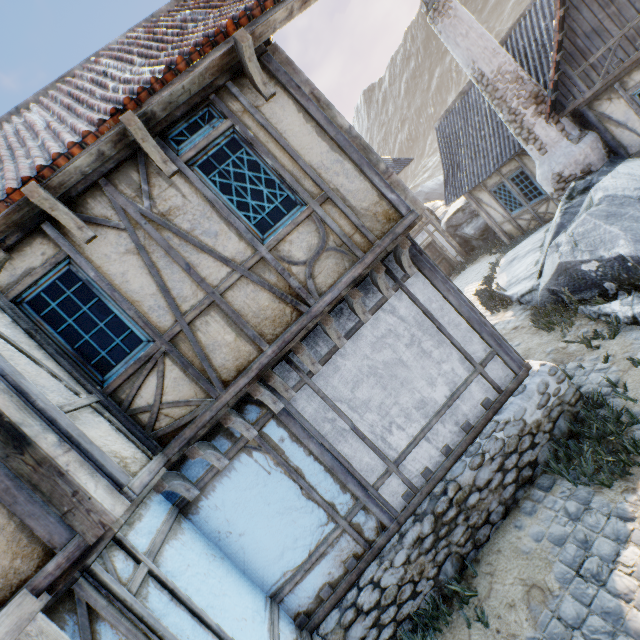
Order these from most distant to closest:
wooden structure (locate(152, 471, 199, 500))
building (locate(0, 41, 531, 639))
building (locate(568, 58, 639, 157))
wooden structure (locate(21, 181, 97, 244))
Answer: building (locate(568, 58, 639, 157)) < wooden structure (locate(152, 471, 199, 500)) < wooden structure (locate(21, 181, 97, 244)) < building (locate(0, 41, 531, 639))

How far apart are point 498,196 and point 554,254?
6.67m

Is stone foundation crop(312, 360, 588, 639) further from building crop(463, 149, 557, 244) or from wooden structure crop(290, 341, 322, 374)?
building crop(463, 149, 557, 244)

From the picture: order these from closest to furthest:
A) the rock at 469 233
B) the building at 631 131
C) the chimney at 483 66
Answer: the building at 631 131, the chimney at 483 66, the rock at 469 233

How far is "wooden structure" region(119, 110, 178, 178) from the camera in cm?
337

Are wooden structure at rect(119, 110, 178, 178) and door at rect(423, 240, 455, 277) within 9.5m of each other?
no

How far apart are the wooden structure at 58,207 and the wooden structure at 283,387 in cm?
247

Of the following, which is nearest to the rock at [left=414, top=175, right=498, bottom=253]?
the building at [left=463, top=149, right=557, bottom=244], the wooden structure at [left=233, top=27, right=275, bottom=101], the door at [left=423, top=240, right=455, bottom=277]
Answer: the building at [left=463, top=149, right=557, bottom=244]
